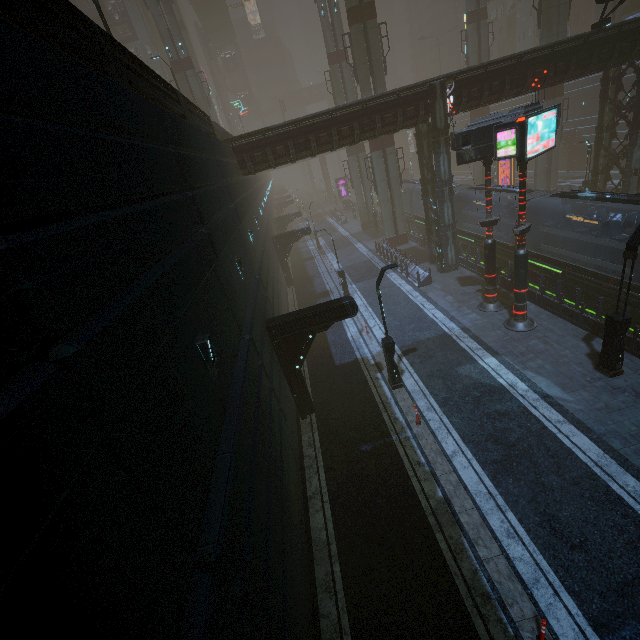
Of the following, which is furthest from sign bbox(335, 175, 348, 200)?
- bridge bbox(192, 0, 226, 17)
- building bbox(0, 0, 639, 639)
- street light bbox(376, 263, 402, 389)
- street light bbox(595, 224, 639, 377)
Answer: street light bbox(595, 224, 639, 377)

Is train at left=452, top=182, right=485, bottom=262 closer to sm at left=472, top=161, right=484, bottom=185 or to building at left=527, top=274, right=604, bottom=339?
building at left=527, top=274, right=604, bottom=339

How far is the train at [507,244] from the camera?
20.3m

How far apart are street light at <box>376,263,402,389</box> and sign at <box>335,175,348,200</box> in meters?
48.0

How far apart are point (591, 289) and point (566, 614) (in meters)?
13.88

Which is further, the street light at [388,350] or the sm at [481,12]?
the sm at [481,12]

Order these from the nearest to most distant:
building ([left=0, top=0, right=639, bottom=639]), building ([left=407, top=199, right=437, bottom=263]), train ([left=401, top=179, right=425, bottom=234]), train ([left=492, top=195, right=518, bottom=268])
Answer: building ([left=0, top=0, right=639, bottom=639]), train ([left=492, top=195, right=518, bottom=268]), building ([left=407, top=199, right=437, bottom=263]), train ([left=401, top=179, right=425, bottom=234])
